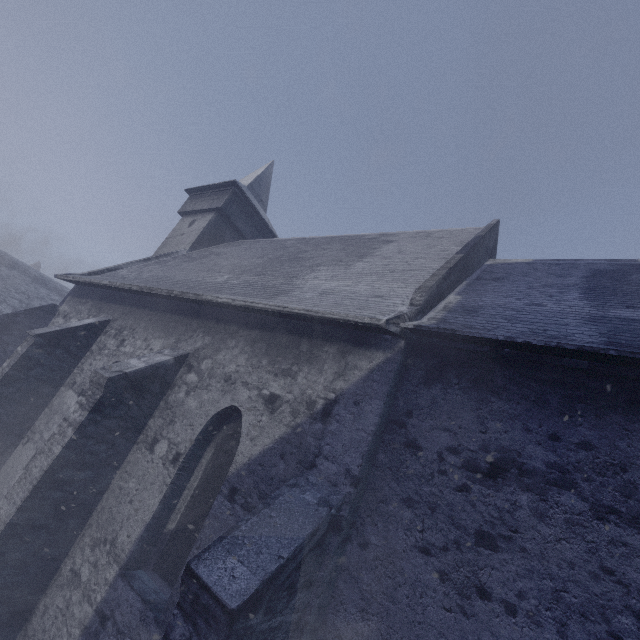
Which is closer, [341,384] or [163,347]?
[341,384]
